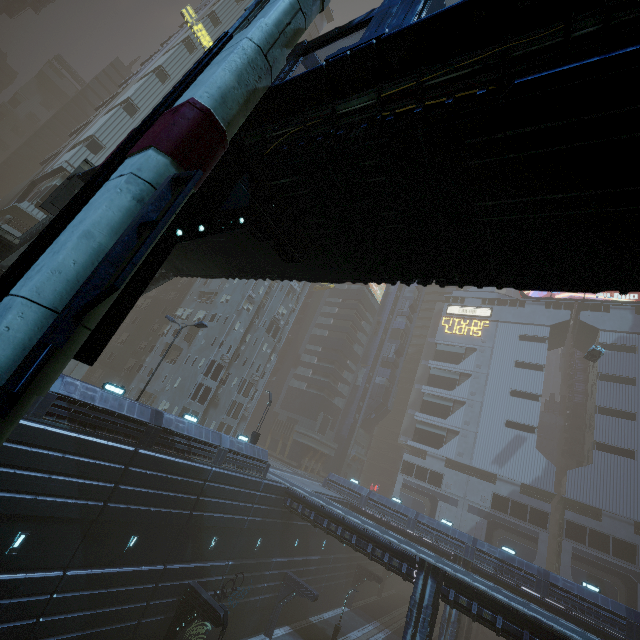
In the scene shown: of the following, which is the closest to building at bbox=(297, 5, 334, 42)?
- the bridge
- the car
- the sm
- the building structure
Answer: the sm

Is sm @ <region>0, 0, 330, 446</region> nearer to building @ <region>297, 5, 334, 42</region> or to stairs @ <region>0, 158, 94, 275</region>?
building @ <region>297, 5, 334, 42</region>

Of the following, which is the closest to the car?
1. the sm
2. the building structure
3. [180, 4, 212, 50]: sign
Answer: the sm

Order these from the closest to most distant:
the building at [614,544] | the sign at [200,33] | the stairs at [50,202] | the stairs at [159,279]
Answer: the stairs at [50,202] → the stairs at [159,279] → the building at [614,544] → the sign at [200,33]

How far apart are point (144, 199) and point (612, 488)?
68.82m

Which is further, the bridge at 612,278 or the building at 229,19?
the building at 229,19

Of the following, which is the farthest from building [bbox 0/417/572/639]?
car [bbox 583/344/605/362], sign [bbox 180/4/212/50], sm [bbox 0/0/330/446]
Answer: car [bbox 583/344/605/362]

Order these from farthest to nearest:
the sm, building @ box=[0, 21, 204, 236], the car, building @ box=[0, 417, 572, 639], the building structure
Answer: the car, building @ box=[0, 21, 204, 236], building @ box=[0, 417, 572, 639], the building structure, the sm
